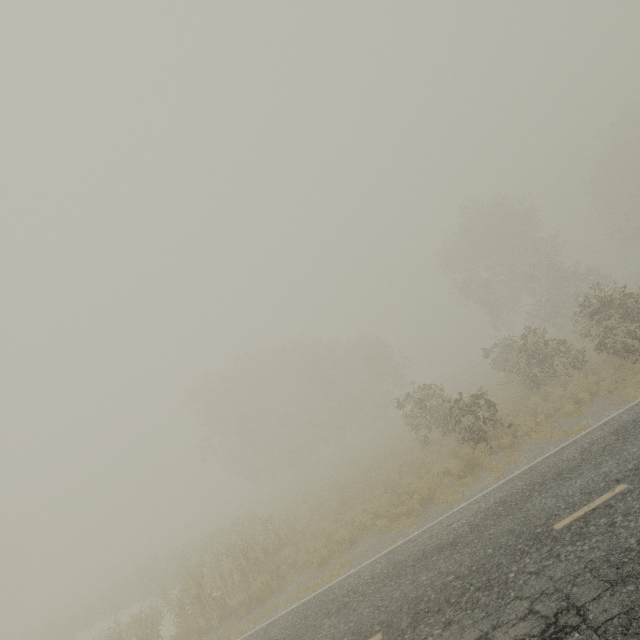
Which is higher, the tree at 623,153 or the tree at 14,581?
the tree at 623,153

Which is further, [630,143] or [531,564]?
[630,143]

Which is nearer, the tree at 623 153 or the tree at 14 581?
the tree at 623 153

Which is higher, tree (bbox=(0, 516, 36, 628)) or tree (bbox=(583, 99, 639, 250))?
tree (bbox=(583, 99, 639, 250))

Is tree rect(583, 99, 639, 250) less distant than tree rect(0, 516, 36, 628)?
Yes
